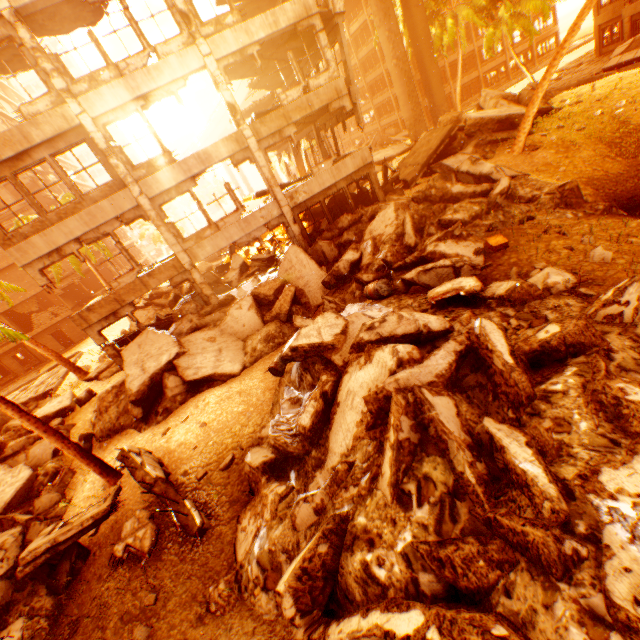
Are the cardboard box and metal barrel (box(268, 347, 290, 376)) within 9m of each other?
yes

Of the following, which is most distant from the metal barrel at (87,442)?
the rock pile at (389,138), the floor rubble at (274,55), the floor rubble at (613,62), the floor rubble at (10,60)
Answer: the rock pile at (389,138)

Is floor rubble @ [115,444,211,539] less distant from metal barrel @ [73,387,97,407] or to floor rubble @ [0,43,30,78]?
metal barrel @ [73,387,97,407]

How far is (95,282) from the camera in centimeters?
4075cm

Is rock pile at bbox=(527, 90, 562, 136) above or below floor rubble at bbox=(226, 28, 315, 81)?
below

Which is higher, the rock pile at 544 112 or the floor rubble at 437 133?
the floor rubble at 437 133

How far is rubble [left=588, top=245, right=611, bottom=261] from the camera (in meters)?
6.80

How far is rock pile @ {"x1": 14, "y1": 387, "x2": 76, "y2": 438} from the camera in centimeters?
1429cm
